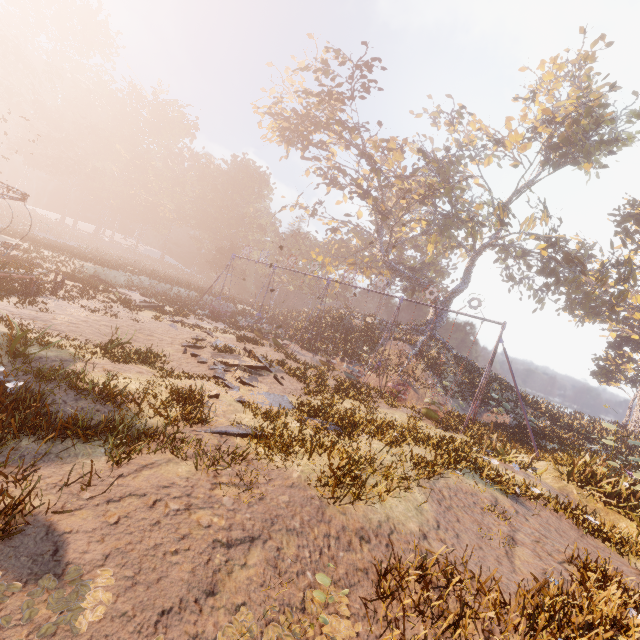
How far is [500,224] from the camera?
29.4m

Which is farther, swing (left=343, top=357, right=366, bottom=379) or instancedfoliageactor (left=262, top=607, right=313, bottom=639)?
swing (left=343, top=357, right=366, bottom=379)

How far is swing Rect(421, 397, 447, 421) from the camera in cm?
1669

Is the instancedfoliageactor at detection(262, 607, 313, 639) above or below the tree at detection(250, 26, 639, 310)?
below

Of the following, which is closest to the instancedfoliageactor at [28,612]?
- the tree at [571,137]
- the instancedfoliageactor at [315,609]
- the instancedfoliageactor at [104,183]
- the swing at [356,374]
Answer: the instancedfoliageactor at [315,609]

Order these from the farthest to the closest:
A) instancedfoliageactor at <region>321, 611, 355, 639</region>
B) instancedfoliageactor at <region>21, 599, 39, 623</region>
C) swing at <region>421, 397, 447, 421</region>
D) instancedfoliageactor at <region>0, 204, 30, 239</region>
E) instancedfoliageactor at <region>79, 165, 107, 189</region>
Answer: instancedfoliageactor at <region>79, 165, 107, 189</region> → instancedfoliageactor at <region>0, 204, 30, 239</region> → swing at <region>421, 397, 447, 421</region> → instancedfoliageactor at <region>321, 611, 355, 639</region> → instancedfoliageactor at <region>21, 599, 39, 623</region>

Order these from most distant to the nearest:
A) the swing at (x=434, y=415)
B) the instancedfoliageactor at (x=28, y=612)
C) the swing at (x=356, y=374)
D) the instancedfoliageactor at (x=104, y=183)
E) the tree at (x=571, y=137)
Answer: the instancedfoliageactor at (x=104, y=183) → the tree at (x=571, y=137) → the swing at (x=356, y=374) → the swing at (x=434, y=415) → the instancedfoliageactor at (x=28, y=612)

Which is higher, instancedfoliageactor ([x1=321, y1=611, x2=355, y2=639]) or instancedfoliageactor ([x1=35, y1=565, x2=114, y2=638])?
instancedfoliageactor ([x1=35, y1=565, x2=114, y2=638])
